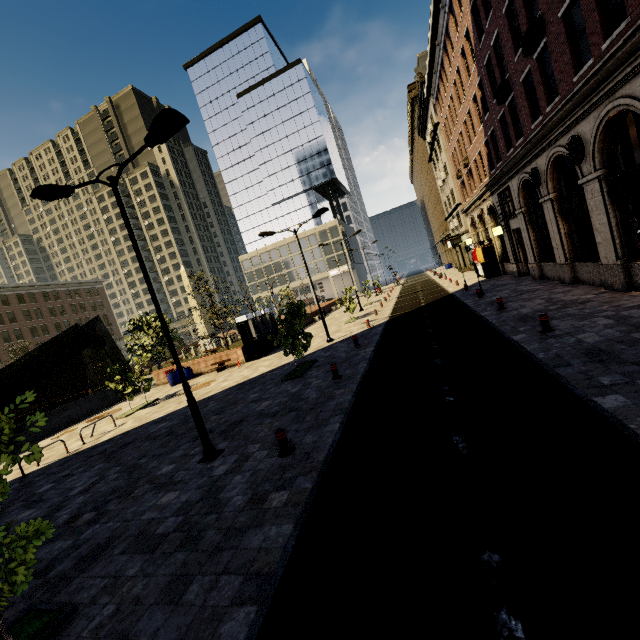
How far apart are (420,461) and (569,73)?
13.9 meters

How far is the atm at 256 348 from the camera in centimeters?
2266cm

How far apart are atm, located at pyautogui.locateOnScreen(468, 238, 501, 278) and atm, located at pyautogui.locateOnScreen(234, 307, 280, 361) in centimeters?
1891cm

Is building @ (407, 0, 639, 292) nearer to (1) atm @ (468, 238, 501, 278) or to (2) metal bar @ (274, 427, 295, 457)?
(1) atm @ (468, 238, 501, 278)

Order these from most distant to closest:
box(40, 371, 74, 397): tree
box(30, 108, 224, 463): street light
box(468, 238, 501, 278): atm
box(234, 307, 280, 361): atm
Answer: box(40, 371, 74, 397): tree → box(468, 238, 501, 278): atm → box(234, 307, 280, 361): atm → box(30, 108, 224, 463): street light

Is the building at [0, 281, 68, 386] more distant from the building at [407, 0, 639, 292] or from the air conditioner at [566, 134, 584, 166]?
the air conditioner at [566, 134, 584, 166]

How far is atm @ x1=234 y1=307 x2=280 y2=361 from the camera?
22.66m

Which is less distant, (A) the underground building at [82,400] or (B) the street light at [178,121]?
(B) the street light at [178,121]
